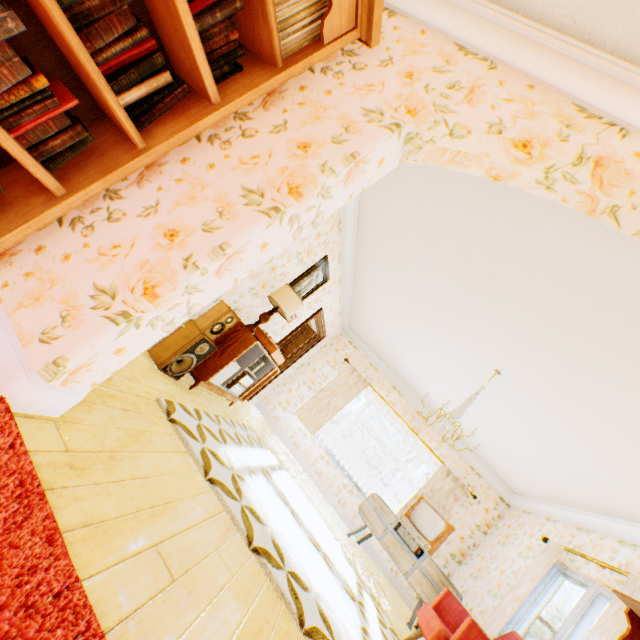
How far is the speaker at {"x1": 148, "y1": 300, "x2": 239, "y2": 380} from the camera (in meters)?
3.39

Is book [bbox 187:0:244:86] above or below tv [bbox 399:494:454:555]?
above

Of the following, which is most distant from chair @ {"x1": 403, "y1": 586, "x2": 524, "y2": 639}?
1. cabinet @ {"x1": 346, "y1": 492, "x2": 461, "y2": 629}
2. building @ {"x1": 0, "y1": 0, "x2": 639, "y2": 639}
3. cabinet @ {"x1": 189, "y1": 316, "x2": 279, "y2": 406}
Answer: cabinet @ {"x1": 189, "y1": 316, "x2": 279, "y2": 406}

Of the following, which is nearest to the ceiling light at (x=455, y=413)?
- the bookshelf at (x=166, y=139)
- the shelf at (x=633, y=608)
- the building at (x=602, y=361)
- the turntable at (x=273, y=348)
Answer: the building at (x=602, y=361)

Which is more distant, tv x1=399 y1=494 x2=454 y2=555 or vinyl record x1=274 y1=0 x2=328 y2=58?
tv x1=399 y1=494 x2=454 y2=555

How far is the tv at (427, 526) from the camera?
5.71m

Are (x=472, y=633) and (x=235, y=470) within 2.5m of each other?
no

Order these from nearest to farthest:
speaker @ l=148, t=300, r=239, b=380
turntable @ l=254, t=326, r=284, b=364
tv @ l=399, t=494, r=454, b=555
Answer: speaker @ l=148, t=300, r=239, b=380, turntable @ l=254, t=326, r=284, b=364, tv @ l=399, t=494, r=454, b=555
